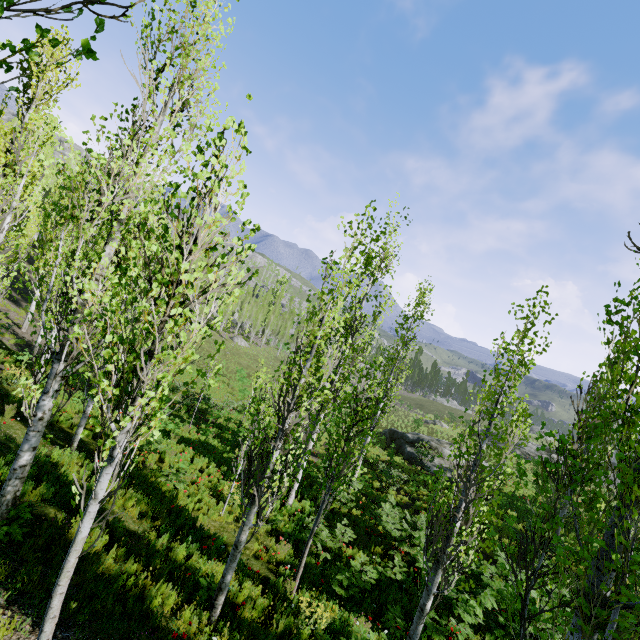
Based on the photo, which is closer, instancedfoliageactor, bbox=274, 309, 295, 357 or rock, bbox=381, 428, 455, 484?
rock, bbox=381, 428, 455, 484

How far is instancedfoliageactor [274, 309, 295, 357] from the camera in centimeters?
5803cm

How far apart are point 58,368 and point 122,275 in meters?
3.3

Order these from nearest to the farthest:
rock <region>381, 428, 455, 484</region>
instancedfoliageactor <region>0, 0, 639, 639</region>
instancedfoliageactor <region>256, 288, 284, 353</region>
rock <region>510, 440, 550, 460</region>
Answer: instancedfoliageactor <region>0, 0, 639, 639</region> < rock <region>381, 428, 455, 484</region> < rock <region>510, 440, 550, 460</region> < instancedfoliageactor <region>256, 288, 284, 353</region>

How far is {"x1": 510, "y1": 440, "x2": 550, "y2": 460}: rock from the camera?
35.70m

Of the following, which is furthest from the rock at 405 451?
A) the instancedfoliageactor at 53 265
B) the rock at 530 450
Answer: the rock at 530 450

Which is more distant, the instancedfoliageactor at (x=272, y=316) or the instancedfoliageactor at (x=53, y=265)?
the instancedfoliageactor at (x=272, y=316)
